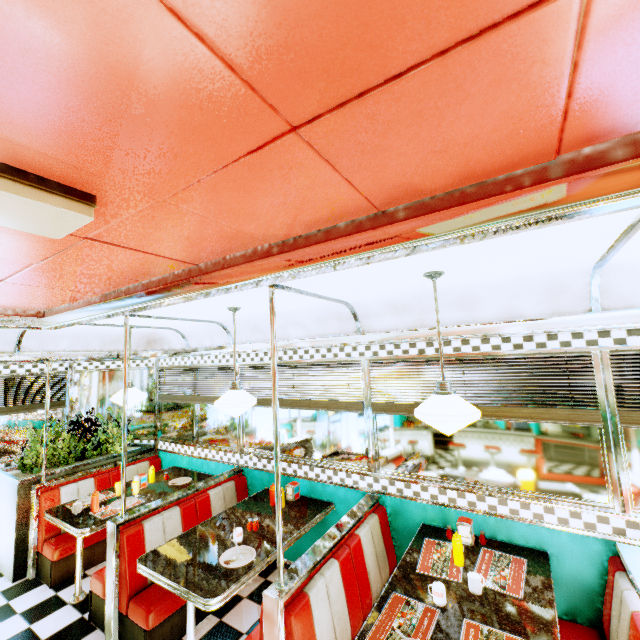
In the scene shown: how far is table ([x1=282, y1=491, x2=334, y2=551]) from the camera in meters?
3.0 m

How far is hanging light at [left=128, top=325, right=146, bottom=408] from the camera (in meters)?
4.13

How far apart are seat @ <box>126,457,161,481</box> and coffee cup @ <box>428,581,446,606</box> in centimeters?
427cm

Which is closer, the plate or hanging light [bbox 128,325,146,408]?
the plate

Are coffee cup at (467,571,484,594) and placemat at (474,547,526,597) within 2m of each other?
yes

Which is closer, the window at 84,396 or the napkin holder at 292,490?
the napkin holder at 292,490

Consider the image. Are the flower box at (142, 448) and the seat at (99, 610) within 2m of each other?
yes

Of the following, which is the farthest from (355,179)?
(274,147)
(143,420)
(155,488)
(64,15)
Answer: (143,420)
